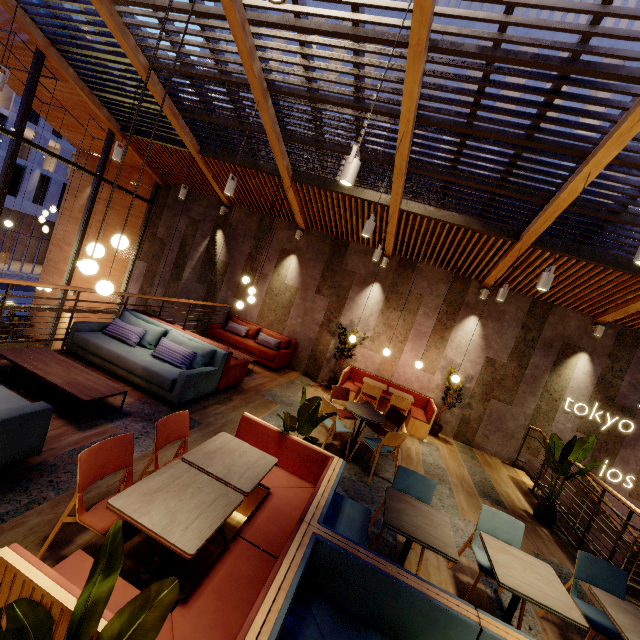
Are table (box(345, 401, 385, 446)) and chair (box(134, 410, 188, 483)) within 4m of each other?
yes

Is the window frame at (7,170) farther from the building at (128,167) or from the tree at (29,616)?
the tree at (29,616)

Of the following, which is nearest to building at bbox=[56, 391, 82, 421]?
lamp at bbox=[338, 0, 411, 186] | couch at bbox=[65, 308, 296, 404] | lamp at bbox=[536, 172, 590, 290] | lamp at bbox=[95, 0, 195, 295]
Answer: couch at bbox=[65, 308, 296, 404]

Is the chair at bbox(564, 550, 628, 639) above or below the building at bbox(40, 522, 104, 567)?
above

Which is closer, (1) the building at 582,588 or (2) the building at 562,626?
(2) the building at 562,626

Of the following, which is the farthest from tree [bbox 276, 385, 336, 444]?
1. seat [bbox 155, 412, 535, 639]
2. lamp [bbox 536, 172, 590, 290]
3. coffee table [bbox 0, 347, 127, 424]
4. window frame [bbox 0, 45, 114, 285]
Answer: window frame [bbox 0, 45, 114, 285]

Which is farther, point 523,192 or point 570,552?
point 523,192

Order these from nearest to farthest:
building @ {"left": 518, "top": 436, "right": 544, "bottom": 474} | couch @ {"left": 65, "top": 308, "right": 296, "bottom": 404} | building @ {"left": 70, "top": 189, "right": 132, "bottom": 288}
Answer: couch @ {"left": 65, "top": 308, "right": 296, "bottom": 404}
building @ {"left": 518, "top": 436, "right": 544, "bottom": 474}
building @ {"left": 70, "top": 189, "right": 132, "bottom": 288}
